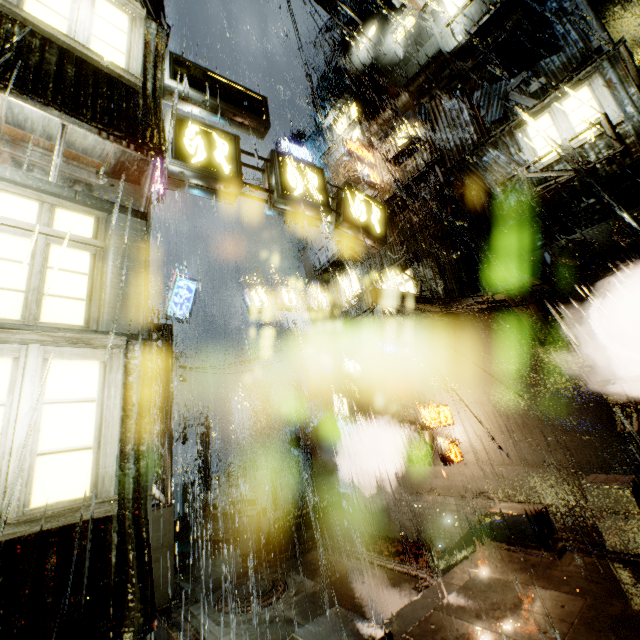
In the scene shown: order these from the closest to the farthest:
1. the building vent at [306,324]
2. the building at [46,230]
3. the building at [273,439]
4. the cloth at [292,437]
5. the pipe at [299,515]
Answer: the building at [46,230], the pipe at [299,515], the cloth at [292,437], the building vent at [306,324], the building at [273,439]

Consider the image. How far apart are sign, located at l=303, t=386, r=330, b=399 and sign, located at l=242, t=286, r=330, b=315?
4.53m

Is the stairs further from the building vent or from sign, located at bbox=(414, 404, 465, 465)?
the building vent

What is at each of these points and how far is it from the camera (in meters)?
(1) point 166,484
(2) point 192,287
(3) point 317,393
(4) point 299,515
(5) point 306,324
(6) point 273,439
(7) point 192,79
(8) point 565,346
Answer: (1) support beam, 11.95
(2) sign, 15.84
(3) sign, 18.12
(4) pipe, 14.77
(5) building vent, 27.94
(6) building, 33.78
(7) sign, 6.61
(8) building, 10.42

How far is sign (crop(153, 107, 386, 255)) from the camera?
5.9m

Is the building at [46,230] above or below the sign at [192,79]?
below

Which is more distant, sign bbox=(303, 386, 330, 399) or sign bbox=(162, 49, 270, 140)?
sign bbox=(303, 386, 330, 399)

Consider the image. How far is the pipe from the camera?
13.80m
